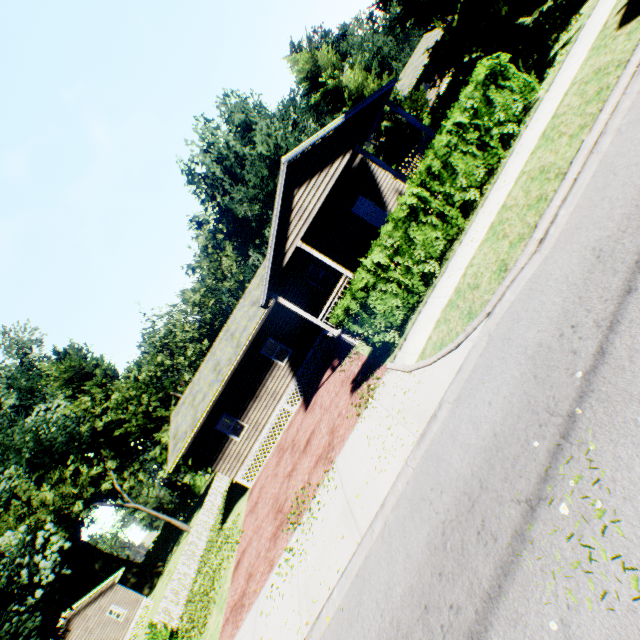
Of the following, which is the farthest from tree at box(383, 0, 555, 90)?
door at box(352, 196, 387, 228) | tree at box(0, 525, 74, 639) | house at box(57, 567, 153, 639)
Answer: house at box(57, 567, 153, 639)

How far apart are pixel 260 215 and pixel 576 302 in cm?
5075

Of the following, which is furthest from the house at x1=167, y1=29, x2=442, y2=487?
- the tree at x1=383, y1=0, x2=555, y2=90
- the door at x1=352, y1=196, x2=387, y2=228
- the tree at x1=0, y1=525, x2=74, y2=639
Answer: the tree at x1=0, y1=525, x2=74, y2=639

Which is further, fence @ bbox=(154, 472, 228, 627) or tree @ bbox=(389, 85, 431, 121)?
tree @ bbox=(389, 85, 431, 121)

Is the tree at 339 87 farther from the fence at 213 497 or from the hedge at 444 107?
the fence at 213 497

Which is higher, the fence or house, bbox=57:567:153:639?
house, bbox=57:567:153:639

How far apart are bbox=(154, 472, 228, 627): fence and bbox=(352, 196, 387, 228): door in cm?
2366

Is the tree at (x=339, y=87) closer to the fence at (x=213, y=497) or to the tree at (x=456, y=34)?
the tree at (x=456, y=34)
